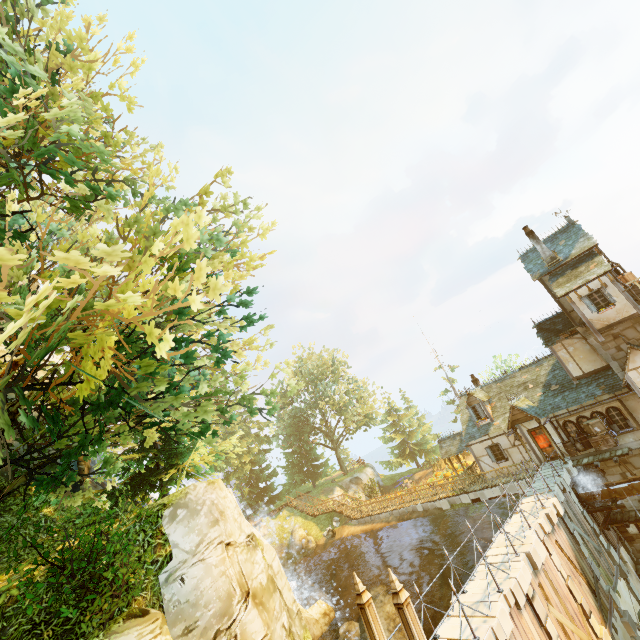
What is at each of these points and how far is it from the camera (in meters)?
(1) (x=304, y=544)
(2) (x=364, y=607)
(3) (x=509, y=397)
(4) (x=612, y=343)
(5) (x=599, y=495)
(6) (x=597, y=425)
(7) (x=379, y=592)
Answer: (1) rock, 31.64
(2) pillar, 8.54
(3) building, 25.05
(4) tower, 19.91
(5) drain, 17.88
(6) box, 19.34
(7) rock, 21.86

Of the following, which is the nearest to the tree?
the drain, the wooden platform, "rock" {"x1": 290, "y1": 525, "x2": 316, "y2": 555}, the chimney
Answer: "rock" {"x1": 290, "y1": 525, "x2": 316, "y2": 555}

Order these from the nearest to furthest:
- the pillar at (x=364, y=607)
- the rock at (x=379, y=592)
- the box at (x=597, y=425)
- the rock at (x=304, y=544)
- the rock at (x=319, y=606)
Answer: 1. the pillar at (x=364, y=607)
2. the rock at (x=319, y=606)
3. the box at (x=597, y=425)
4. the rock at (x=379, y=592)
5. the rock at (x=304, y=544)

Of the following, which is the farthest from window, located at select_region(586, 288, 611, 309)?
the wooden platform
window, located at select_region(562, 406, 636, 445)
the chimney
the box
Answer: the wooden platform

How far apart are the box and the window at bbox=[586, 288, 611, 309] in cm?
648

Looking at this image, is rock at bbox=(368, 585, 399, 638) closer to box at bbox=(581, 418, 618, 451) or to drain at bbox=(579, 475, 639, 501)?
drain at bbox=(579, 475, 639, 501)

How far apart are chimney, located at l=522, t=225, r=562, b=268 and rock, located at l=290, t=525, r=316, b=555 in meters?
31.6 m

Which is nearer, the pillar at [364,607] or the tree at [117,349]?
the tree at [117,349]
